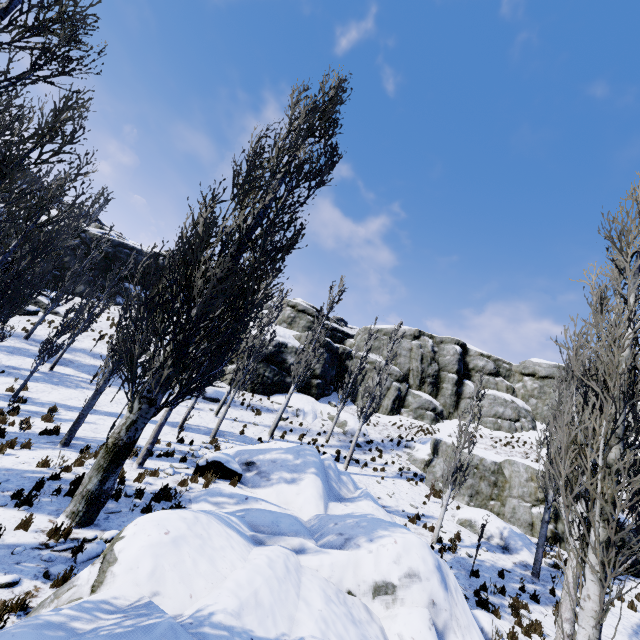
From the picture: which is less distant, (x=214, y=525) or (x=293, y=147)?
(x=214, y=525)

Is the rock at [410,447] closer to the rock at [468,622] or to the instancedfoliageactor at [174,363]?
the instancedfoliageactor at [174,363]

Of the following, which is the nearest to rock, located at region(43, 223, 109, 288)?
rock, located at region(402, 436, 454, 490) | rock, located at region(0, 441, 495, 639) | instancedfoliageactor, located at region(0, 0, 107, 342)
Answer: instancedfoliageactor, located at region(0, 0, 107, 342)

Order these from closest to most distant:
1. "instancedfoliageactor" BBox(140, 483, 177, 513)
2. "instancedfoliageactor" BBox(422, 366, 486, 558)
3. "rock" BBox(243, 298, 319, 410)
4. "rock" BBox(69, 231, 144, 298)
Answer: "instancedfoliageactor" BBox(140, 483, 177, 513) < "instancedfoliageactor" BBox(422, 366, 486, 558) < "rock" BBox(243, 298, 319, 410) < "rock" BBox(69, 231, 144, 298)

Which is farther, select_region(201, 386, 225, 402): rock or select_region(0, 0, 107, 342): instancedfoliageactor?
select_region(201, 386, 225, 402): rock

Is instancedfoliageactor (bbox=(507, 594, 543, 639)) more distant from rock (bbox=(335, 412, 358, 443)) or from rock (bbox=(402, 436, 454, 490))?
rock (bbox=(335, 412, 358, 443))

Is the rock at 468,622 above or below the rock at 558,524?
below

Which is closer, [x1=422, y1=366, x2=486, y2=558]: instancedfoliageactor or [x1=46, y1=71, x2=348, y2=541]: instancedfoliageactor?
[x1=46, y1=71, x2=348, y2=541]: instancedfoliageactor
